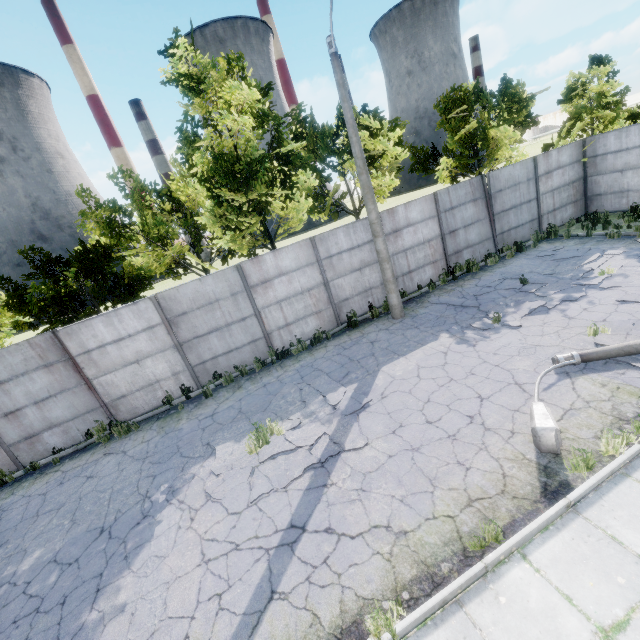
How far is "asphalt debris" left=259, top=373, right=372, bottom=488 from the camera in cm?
660

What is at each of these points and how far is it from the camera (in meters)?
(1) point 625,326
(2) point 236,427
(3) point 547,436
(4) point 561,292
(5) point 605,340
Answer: (1) asphalt debris, 7.48
(2) asphalt debris, 8.52
(3) lamp post, 4.91
(4) asphalt debris, 9.91
(5) asphalt debris, 7.21

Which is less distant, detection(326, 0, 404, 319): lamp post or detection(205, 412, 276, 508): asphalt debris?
detection(205, 412, 276, 508): asphalt debris

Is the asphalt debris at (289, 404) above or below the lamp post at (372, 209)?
below

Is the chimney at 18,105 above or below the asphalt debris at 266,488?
above

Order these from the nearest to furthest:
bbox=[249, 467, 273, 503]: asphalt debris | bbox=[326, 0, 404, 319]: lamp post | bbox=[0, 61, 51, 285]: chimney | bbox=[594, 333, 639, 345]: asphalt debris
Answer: bbox=[249, 467, 273, 503]: asphalt debris, bbox=[594, 333, 639, 345]: asphalt debris, bbox=[326, 0, 404, 319]: lamp post, bbox=[0, 61, 51, 285]: chimney

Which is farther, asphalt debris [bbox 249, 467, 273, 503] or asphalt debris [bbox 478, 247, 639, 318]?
asphalt debris [bbox 478, 247, 639, 318]
